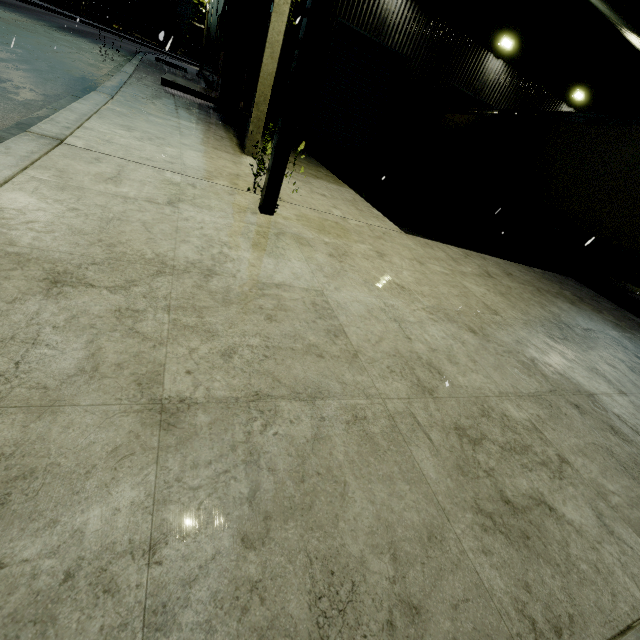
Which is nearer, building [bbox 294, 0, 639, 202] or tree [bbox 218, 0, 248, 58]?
tree [bbox 218, 0, 248, 58]

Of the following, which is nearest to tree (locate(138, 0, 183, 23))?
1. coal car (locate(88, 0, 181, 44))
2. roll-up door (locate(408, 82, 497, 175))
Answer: coal car (locate(88, 0, 181, 44))

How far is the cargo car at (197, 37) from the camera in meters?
52.2 m

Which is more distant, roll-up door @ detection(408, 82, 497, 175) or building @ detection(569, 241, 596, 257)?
building @ detection(569, 241, 596, 257)

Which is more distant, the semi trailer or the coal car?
the coal car

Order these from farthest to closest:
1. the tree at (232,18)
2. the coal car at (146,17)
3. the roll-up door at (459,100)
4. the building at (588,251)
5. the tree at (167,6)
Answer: the tree at (167,6)
the coal car at (146,17)
the building at (588,251)
the roll-up door at (459,100)
the tree at (232,18)

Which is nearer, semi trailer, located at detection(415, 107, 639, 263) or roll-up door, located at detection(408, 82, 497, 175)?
semi trailer, located at detection(415, 107, 639, 263)

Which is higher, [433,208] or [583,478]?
[583,478]
